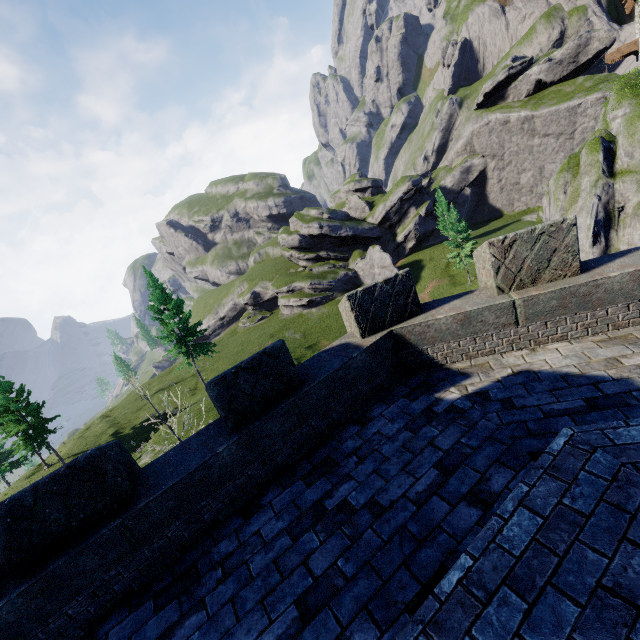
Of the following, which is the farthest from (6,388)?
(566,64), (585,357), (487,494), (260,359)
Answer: (566,64)
